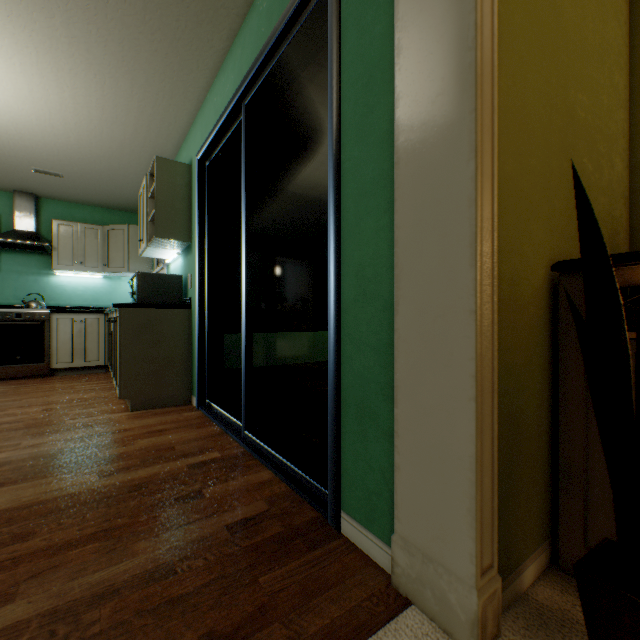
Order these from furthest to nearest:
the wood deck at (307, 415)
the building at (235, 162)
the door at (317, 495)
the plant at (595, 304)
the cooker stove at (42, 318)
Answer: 1. the cooker stove at (42, 318)
2. the building at (235, 162)
3. the wood deck at (307, 415)
4. the door at (317, 495)
5. the plant at (595, 304)

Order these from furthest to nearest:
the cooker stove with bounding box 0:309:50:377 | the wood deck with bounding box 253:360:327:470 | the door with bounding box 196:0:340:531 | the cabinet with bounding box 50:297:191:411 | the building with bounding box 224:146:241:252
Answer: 1. the cooker stove with bounding box 0:309:50:377
2. the building with bounding box 224:146:241:252
3. the cabinet with bounding box 50:297:191:411
4. the wood deck with bounding box 253:360:327:470
5. the door with bounding box 196:0:340:531

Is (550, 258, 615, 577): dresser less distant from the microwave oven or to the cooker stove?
the microwave oven

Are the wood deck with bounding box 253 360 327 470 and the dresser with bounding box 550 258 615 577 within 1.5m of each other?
yes

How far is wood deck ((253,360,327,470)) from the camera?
2.01m

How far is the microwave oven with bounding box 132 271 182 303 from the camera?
2.79m

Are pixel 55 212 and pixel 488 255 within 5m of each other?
no

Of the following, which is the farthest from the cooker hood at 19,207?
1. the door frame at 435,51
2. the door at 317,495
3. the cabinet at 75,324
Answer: the door frame at 435,51
